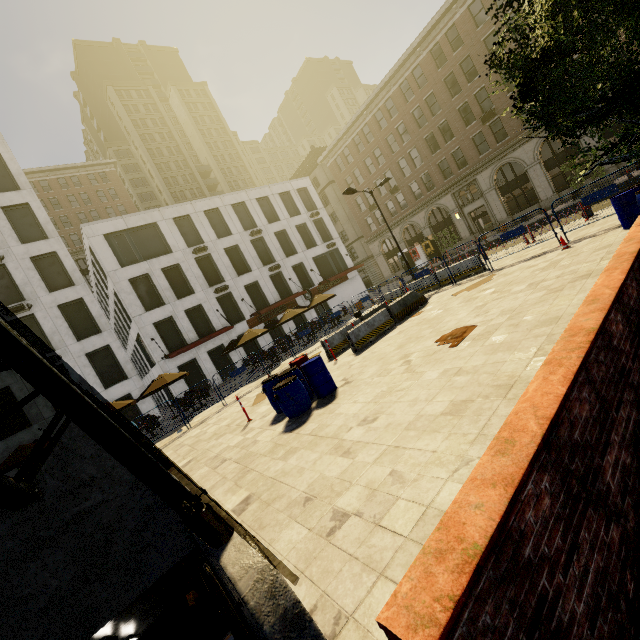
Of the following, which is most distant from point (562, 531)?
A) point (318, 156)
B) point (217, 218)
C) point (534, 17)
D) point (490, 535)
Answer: point (318, 156)

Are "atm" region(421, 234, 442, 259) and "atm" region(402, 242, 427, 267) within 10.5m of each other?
yes

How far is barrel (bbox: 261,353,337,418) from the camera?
8.1 meters

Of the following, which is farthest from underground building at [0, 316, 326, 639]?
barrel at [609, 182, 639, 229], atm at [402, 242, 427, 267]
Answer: atm at [402, 242, 427, 267]

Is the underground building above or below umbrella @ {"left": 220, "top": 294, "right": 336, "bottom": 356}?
below

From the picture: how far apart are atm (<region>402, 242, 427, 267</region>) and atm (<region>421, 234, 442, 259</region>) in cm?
91

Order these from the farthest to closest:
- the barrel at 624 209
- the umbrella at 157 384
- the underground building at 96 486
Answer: the umbrella at 157 384 → the barrel at 624 209 → the underground building at 96 486

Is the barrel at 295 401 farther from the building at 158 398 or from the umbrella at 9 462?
the building at 158 398
